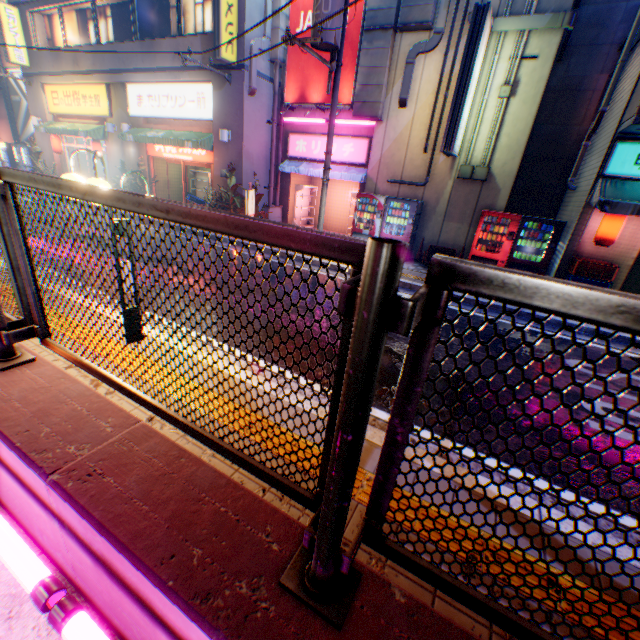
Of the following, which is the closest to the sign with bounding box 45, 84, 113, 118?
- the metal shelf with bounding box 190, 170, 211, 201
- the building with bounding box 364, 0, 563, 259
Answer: the metal shelf with bounding box 190, 170, 211, 201

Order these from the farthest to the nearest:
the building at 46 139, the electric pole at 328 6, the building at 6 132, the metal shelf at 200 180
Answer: the building at 6 132 → the building at 46 139 → the metal shelf at 200 180 → the electric pole at 328 6

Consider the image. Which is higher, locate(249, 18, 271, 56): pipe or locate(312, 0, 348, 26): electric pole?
locate(249, 18, 271, 56): pipe

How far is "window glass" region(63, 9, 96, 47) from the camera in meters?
15.3 m

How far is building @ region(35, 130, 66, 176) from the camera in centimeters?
1884cm

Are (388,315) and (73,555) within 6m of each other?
yes

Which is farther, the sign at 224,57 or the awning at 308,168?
the awning at 308,168

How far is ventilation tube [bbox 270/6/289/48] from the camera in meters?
11.8 m
